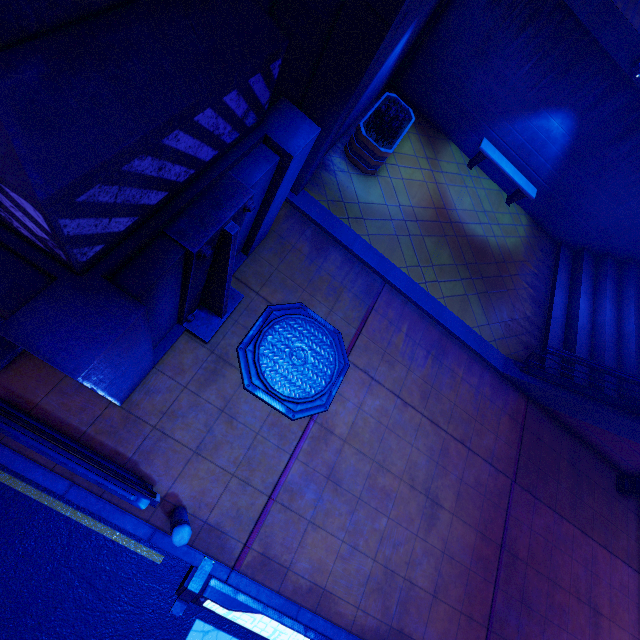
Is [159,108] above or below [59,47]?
below

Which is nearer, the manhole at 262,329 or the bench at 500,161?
the manhole at 262,329

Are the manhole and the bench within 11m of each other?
yes

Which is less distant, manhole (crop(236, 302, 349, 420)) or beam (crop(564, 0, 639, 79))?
manhole (crop(236, 302, 349, 420))

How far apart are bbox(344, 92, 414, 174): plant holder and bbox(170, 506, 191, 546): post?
7.9m

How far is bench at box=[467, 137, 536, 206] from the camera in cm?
994

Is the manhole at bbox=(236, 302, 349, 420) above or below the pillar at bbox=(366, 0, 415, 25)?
below

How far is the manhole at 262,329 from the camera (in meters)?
5.57
